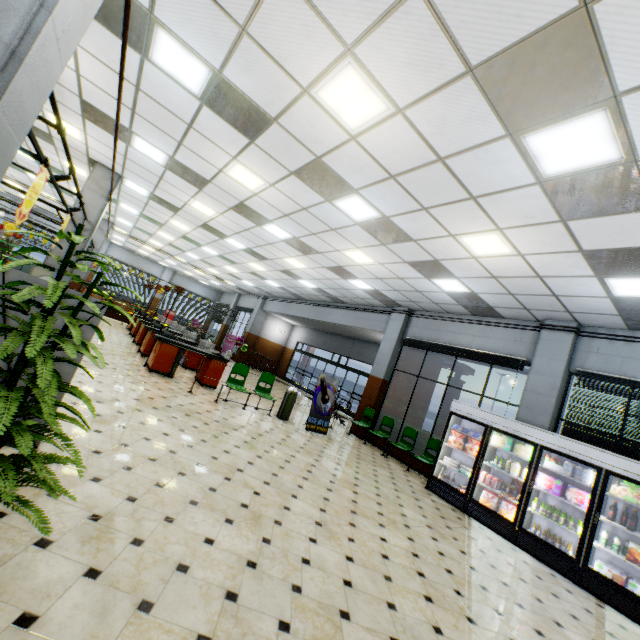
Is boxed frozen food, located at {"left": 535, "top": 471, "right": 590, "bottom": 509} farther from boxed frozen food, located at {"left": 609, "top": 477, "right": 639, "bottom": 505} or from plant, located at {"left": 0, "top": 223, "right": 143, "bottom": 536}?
plant, located at {"left": 0, "top": 223, "right": 143, "bottom": 536}

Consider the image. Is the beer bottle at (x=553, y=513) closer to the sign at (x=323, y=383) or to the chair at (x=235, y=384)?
the sign at (x=323, y=383)

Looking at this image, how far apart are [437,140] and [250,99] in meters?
2.7 m

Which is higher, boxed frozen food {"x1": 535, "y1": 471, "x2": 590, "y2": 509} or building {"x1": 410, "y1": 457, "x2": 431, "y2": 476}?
boxed frozen food {"x1": 535, "y1": 471, "x2": 590, "y2": 509}

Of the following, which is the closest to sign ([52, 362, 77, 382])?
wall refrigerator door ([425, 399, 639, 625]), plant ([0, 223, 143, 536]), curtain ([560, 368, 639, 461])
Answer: plant ([0, 223, 143, 536])

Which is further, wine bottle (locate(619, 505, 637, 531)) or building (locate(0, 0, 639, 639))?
wine bottle (locate(619, 505, 637, 531))

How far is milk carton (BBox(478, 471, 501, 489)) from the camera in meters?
7.0

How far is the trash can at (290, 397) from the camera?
9.3 meters
